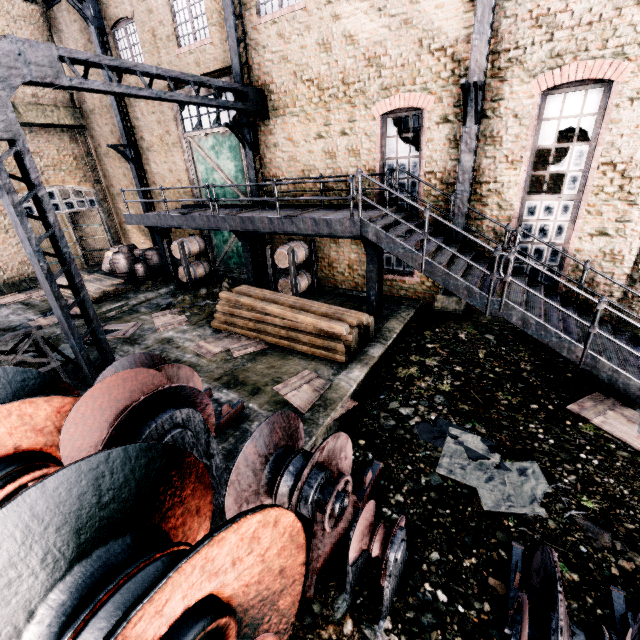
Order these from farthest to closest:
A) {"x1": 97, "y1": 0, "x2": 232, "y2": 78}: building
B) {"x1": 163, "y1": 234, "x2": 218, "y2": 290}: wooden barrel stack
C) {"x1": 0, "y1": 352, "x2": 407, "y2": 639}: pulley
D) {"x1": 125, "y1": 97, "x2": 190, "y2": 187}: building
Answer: {"x1": 125, "y1": 97, "x2": 190, "y2": 187}: building → {"x1": 163, "y1": 234, "x2": 218, "y2": 290}: wooden barrel stack → {"x1": 97, "y1": 0, "x2": 232, "y2": 78}: building → {"x1": 0, "y1": 352, "x2": 407, "y2": 639}: pulley

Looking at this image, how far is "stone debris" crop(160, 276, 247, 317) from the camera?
13.2m

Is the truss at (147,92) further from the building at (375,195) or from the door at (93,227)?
the building at (375,195)

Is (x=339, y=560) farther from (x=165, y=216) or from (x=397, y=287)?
(x=165, y=216)

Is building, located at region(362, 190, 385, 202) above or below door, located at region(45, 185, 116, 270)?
above

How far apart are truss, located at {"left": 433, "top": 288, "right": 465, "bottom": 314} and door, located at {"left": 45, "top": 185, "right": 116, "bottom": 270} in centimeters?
2149cm

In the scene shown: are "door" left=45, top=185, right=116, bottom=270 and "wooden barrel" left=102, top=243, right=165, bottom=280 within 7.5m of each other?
yes

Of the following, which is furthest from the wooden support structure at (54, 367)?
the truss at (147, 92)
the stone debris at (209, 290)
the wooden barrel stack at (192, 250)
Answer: the wooden barrel stack at (192, 250)
